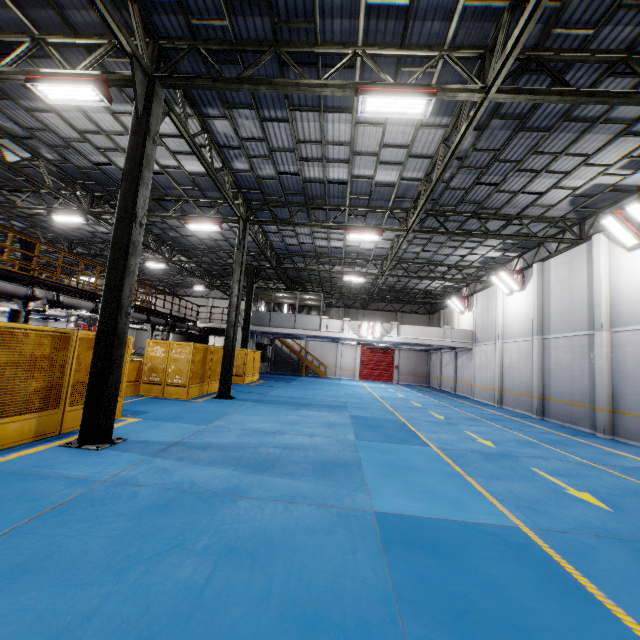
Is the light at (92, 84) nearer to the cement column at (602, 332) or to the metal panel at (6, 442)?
the metal panel at (6, 442)

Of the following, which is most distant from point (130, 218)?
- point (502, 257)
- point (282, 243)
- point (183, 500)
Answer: point (502, 257)

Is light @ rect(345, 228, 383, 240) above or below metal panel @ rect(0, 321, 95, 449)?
above

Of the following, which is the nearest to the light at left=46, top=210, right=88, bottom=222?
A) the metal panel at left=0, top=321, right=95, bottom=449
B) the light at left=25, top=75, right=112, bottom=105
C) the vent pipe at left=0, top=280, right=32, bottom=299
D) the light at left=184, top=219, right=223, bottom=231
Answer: the vent pipe at left=0, top=280, right=32, bottom=299

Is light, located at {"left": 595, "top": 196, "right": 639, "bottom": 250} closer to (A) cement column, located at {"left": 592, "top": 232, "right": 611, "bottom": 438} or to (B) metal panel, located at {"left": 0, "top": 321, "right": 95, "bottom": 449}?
(A) cement column, located at {"left": 592, "top": 232, "right": 611, "bottom": 438}

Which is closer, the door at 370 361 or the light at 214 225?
the light at 214 225

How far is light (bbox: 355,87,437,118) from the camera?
6.7 meters

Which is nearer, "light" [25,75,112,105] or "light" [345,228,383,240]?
"light" [25,75,112,105]
